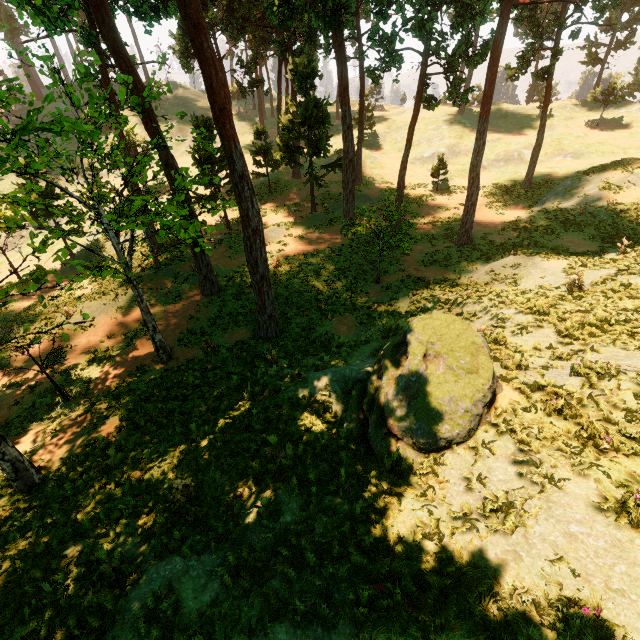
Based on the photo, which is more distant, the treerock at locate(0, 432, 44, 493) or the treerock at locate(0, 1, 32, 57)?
the treerock at locate(0, 432, 44, 493)

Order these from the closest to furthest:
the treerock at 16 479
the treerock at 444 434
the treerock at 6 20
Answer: the treerock at 444 434 → the treerock at 6 20 → the treerock at 16 479

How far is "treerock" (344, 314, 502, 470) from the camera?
7.02m

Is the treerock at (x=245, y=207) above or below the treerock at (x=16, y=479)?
above

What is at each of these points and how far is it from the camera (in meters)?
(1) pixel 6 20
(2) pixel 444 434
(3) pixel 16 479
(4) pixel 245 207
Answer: (1) treerock, 53.72
(2) treerock, 6.94
(3) treerock, 9.51
(4) treerock, 12.80

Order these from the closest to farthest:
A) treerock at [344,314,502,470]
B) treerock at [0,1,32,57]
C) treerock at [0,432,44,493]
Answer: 1. treerock at [344,314,502,470]
2. treerock at [0,1,32,57]
3. treerock at [0,432,44,493]
